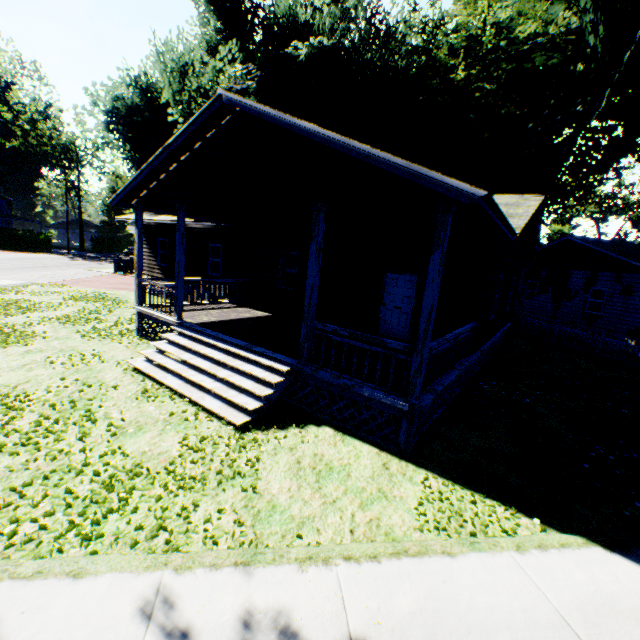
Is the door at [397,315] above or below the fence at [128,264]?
above

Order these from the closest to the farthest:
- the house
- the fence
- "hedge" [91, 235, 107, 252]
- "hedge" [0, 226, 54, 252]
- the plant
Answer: the house, the plant, the fence, "hedge" [0, 226, 54, 252], "hedge" [91, 235, 107, 252]

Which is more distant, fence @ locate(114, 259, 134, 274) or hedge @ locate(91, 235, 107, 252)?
hedge @ locate(91, 235, 107, 252)

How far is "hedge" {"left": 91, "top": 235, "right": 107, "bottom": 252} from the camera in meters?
57.5 m

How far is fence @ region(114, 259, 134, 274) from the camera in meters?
29.2

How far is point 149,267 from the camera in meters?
20.2 m

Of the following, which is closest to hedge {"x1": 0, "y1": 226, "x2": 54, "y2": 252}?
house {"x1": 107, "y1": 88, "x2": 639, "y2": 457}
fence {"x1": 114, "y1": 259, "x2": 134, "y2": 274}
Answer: fence {"x1": 114, "y1": 259, "x2": 134, "y2": 274}

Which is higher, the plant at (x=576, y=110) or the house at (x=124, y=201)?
the plant at (x=576, y=110)
